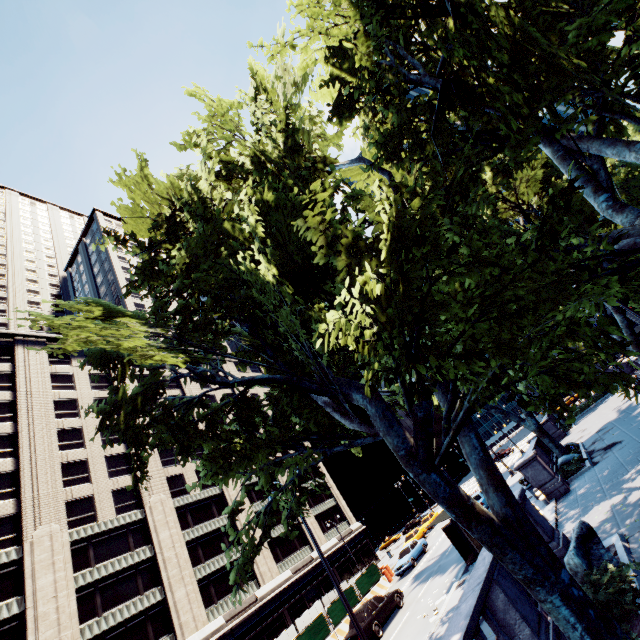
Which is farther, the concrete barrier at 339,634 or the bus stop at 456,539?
the concrete barrier at 339,634

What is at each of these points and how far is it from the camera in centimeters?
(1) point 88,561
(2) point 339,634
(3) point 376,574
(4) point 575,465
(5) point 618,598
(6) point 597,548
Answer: (1) building, 2922cm
(2) concrete barrier, 2227cm
(3) fence, 2825cm
(4) bush, 1886cm
(5) bush, 663cm
(6) rock, 876cm

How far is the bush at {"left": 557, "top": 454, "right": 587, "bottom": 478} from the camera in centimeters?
1855cm

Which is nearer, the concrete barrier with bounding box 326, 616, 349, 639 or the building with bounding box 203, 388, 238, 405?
the concrete barrier with bounding box 326, 616, 349, 639

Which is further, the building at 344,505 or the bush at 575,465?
the building at 344,505

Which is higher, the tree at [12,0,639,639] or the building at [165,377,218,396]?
the building at [165,377,218,396]

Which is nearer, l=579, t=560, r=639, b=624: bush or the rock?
l=579, t=560, r=639, b=624: bush

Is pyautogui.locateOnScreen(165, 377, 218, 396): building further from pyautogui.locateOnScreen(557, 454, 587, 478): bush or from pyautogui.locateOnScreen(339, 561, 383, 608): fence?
pyautogui.locateOnScreen(557, 454, 587, 478): bush
